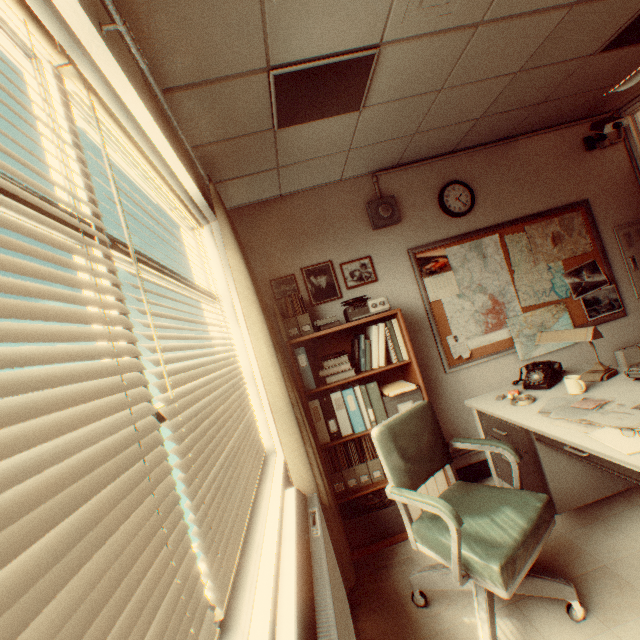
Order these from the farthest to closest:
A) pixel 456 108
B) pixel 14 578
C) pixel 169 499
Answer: pixel 456 108 → pixel 169 499 → pixel 14 578

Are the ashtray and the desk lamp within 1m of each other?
yes

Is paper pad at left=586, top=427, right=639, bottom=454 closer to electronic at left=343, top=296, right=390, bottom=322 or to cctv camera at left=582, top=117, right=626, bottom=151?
electronic at left=343, top=296, right=390, bottom=322

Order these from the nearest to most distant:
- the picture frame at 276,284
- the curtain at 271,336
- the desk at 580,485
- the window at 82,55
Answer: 1. the window at 82,55
2. the desk at 580,485
3. the curtain at 271,336
4. the picture frame at 276,284

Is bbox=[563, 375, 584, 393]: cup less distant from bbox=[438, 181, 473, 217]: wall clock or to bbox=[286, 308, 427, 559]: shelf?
bbox=[286, 308, 427, 559]: shelf

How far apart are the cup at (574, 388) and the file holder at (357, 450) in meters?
1.7 m

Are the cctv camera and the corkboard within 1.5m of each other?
yes

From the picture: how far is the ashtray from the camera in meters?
2.5 m
